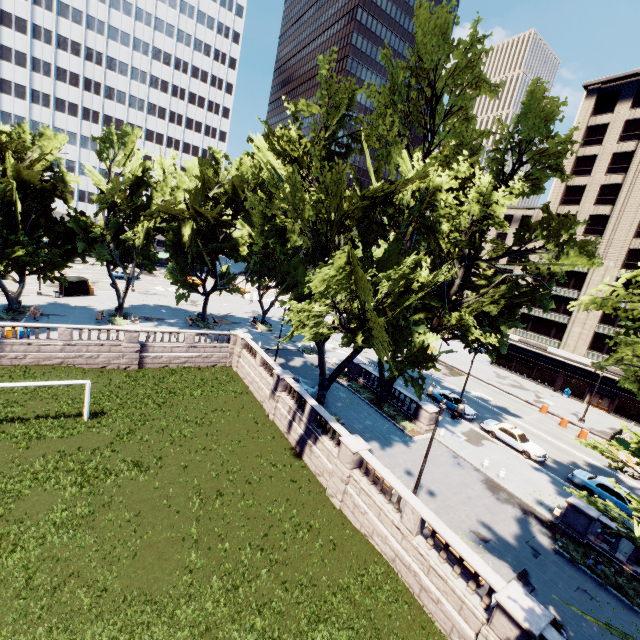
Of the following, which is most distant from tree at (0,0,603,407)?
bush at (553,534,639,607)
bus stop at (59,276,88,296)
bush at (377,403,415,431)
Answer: bus stop at (59,276,88,296)

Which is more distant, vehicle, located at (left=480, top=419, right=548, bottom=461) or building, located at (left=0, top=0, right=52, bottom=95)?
building, located at (left=0, top=0, right=52, bottom=95)

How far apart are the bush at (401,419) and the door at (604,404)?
33.7 meters

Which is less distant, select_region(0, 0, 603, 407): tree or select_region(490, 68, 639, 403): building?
select_region(0, 0, 603, 407): tree

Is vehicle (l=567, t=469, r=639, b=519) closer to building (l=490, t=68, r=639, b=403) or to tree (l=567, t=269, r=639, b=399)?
tree (l=567, t=269, r=639, b=399)

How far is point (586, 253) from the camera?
25.39m

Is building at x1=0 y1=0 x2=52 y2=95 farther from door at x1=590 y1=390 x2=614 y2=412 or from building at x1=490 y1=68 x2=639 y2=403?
door at x1=590 y1=390 x2=614 y2=412

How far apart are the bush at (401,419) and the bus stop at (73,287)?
42.4m
